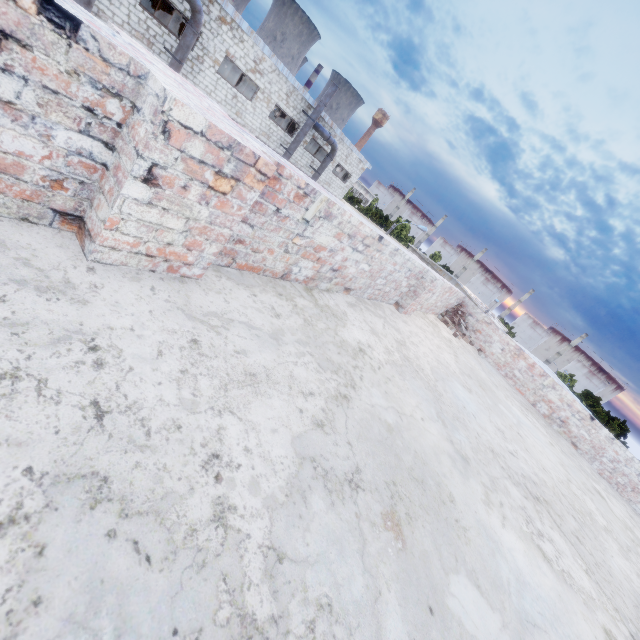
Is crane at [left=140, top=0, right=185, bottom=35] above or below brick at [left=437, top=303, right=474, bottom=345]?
above

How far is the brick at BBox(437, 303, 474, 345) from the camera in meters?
7.9

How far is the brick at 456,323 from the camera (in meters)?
7.95

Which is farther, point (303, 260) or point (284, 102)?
point (284, 102)

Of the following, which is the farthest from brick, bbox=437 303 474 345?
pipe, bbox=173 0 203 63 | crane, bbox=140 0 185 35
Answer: crane, bbox=140 0 185 35

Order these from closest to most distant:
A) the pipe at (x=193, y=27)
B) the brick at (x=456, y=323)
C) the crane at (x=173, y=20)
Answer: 1. the brick at (x=456, y=323)
2. the pipe at (x=193, y=27)
3. the crane at (x=173, y=20)

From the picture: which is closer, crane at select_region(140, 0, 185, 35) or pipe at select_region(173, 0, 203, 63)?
pipe at select_region(173, 0, 203, 63)

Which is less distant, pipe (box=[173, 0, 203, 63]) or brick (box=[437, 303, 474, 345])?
brick (box=[437, 303, 474, 345])
